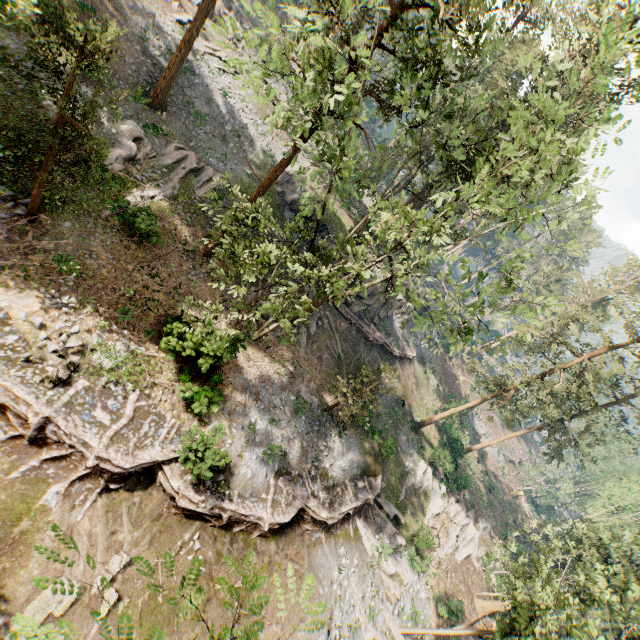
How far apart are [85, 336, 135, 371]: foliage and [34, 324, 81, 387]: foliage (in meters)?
0.02

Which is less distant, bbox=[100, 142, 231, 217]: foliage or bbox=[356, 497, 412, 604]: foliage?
bbox=[100, 142, 231, 217]: foliage

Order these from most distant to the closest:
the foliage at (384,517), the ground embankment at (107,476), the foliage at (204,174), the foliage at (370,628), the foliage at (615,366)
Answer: the foliage at (384,517) → the foliage at (370,628) → the foliage at (204,174) → the foliage at (615,366) → the ground embankment at (107,476)

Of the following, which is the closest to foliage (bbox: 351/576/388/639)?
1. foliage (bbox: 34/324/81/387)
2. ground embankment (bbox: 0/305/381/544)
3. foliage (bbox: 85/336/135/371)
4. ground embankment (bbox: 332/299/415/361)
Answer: ground embankment (bbox: 0/305/381/544)

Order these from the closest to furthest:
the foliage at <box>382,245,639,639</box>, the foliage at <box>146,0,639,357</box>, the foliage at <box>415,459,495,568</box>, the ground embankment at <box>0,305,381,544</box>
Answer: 1. the foliage at <box>146,0,639,357</box>
2. the ground embankment at <box>0,305,381,544</box>
3. the foliage at <box>382,245,639,639</box>
4. the foliage at <box>415,459,495,568</box>

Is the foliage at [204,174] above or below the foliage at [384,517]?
above

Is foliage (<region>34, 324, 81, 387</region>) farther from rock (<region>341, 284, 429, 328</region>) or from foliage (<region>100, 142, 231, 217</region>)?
rock (<region>341, 284, 429, 328</region>)

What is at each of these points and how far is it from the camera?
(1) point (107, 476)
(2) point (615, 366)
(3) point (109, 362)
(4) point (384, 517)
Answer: (1) ground embankment, 13.1m
(2) foliage, 22.8m
(3) foliage, 14.2m
(4) foliage, 25.0m
